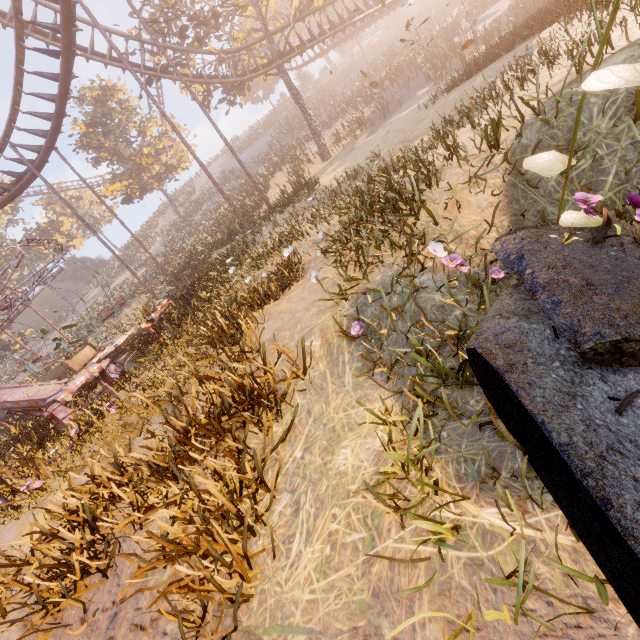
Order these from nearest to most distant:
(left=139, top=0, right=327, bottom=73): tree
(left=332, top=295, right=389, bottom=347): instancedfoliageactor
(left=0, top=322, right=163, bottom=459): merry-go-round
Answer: (left=332, top=295, right=389, bottom=347): instancedfoliageactor → (left=0, top=322, right=163, bottom=459): merry-go-round → (left=139, top=0, right=327, bottom=73): tree

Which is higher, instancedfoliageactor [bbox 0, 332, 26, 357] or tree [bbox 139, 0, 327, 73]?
tree [bbox 139, 0, 327, 73]

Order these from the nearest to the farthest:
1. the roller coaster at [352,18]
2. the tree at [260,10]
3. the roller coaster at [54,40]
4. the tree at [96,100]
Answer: the roller coaster at [54,40] < the tree at [260,10] < the roller coaster at [352,18] < the tree at [96,100]

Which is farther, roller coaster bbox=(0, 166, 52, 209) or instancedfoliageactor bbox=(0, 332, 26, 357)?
instancedfoliageactor bbox=(0, 332, 26, 357)

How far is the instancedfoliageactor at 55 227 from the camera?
43.4 meters

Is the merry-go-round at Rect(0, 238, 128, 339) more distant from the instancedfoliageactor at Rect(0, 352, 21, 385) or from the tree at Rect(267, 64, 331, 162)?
the tree at Rect(267, 64, 331, 162)

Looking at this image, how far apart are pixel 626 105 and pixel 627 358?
2.33m

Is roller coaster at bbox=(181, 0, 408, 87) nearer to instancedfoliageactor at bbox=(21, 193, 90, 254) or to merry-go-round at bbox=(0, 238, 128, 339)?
instancedfoliageactor at bbox=(21, 193, 90, 254)
